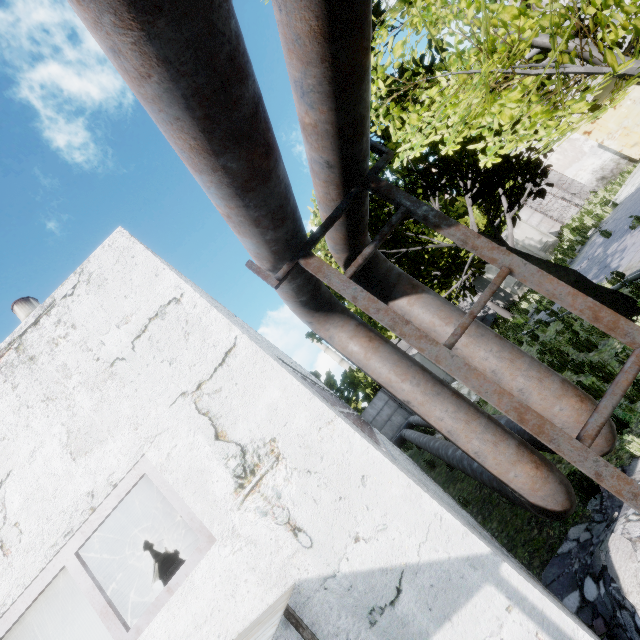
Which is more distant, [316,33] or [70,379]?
[70,379]

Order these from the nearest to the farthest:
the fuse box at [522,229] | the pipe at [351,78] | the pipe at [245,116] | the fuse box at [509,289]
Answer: the pipe at [245,116], the pipe at [351,78], the fuse box at [509,289], the fuse box at [522,229]

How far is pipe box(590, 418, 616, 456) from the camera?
3.8m

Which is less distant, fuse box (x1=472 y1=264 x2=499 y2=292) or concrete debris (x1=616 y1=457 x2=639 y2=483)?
concrete debris (x1=616 y1=457 x2=639 y2=483)

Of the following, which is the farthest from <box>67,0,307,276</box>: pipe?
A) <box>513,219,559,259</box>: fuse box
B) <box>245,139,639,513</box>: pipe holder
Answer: <box>513,219,559,259</box>: fuse box

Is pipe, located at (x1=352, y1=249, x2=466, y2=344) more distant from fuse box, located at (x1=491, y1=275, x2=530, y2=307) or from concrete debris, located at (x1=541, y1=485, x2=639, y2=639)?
fuse box, located at (x1=491, y1=275, x2=530, y2=307)

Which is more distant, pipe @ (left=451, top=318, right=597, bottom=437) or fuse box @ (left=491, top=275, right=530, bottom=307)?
fuse box @ (left=491, top=275, right=530, bottom=307)

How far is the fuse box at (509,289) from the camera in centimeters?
2183cm
